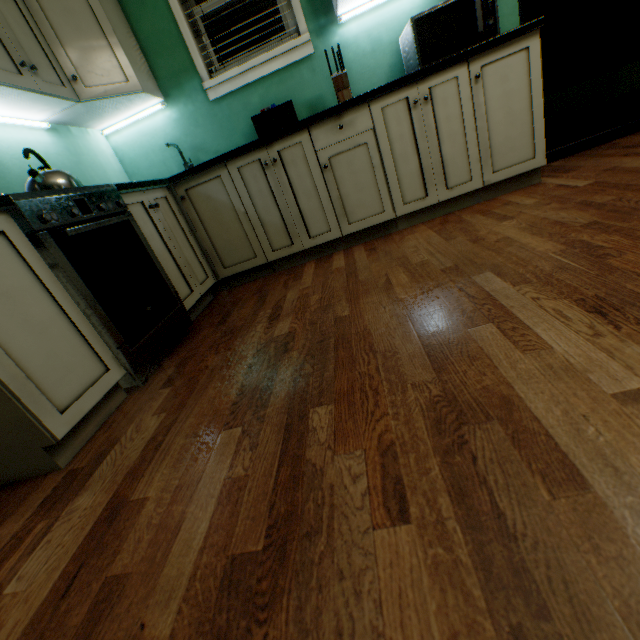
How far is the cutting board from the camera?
2.4 meters

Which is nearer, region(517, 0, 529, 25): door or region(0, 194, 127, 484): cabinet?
region(0, 194, 127, 484): cabinet

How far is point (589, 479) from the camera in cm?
54

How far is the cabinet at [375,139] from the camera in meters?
1.9

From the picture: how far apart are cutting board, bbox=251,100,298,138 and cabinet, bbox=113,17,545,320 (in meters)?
0.08

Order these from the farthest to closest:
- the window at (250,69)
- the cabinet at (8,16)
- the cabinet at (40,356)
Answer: the window at (250,69) < the cabinet at (8,16) < the cabinet at (40,356)

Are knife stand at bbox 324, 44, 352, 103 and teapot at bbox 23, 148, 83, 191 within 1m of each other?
no

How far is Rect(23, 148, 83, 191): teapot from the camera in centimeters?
139cm
